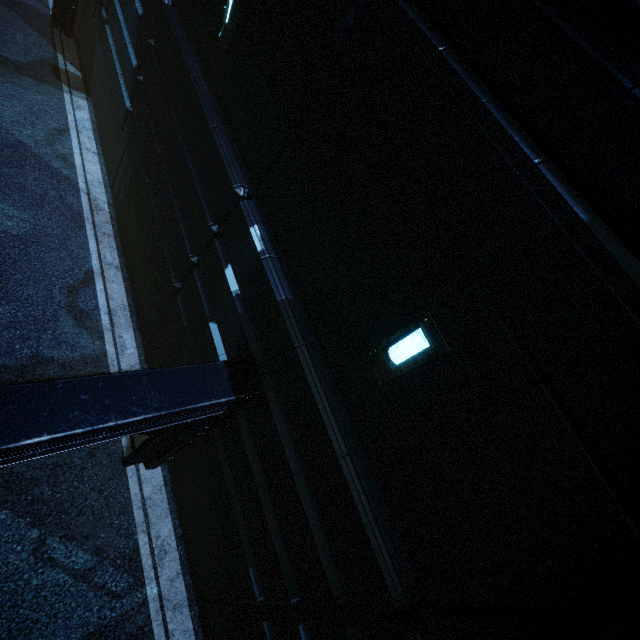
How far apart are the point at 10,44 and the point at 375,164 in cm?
1612
